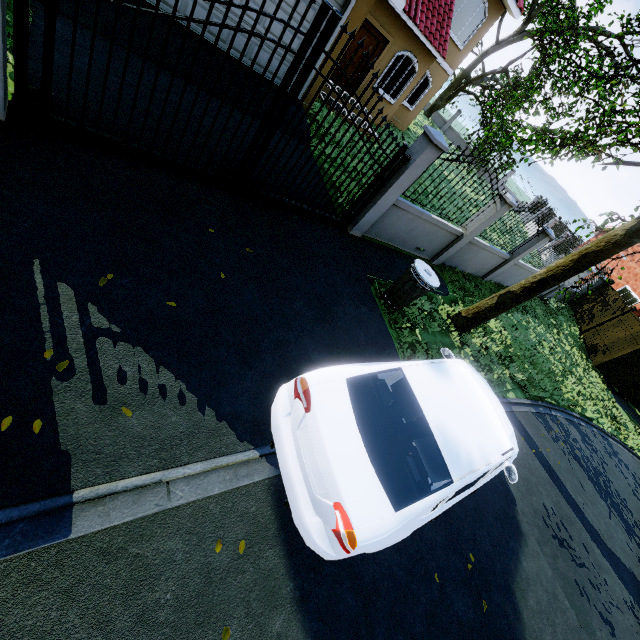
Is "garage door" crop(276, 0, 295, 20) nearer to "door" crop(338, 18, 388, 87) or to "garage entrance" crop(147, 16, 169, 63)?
"garage entrance" crop(147, 16, 169, 63)

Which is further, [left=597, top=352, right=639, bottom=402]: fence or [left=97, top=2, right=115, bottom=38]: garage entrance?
[left=597, top=352, right=639, bottom=402]: fence

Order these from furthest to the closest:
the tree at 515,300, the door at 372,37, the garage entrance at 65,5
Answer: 1. the door at 372,37
2. the tree at 515,300
3. the garage entrance at 65,5

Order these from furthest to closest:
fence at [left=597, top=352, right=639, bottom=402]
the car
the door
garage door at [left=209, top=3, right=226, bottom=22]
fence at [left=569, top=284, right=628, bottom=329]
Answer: fence at [left=569, top=284, right=628, bottom=329]
fence at [left=597, top=352, right=639, bottom=402]
the door
garage door at [left=209, top=3, right=226, bottom=22]
the car

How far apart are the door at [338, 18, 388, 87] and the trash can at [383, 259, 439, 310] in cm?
999

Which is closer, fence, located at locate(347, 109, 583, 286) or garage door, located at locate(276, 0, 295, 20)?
fence, located at locate(347, 109, 583, 286)

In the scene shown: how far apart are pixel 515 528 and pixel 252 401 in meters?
5.0

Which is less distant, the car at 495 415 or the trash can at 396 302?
the car at 495 415
